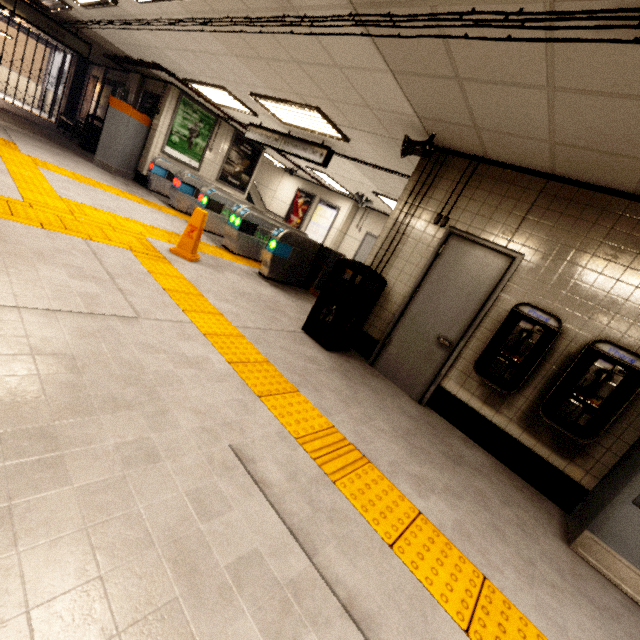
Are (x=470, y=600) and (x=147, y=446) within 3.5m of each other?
yes

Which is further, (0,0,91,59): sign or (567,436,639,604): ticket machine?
(0,0,91,59): sign

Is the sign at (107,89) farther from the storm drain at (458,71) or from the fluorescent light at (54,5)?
the fluorescent light at (54,5)

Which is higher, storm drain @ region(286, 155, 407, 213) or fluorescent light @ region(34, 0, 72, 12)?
storm drain @ region(286, 155, 407, 213)

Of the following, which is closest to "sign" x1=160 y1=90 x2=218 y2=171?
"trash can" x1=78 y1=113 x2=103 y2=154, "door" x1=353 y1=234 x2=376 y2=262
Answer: "trash can" x1=78 y1=113 x2=103 y2=154

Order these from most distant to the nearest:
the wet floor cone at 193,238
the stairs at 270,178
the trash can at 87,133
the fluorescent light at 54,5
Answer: the stairs at 270,178 → the trash can at 87,133 → the fluorescent light at 54,5 → the wet floor cone at 193,238

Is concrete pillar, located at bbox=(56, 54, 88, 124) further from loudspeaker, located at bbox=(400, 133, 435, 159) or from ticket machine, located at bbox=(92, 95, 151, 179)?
loudspeaker, located at bbox=(400, 133, 435, 159)

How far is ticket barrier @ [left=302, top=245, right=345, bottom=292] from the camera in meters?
7.2 m
